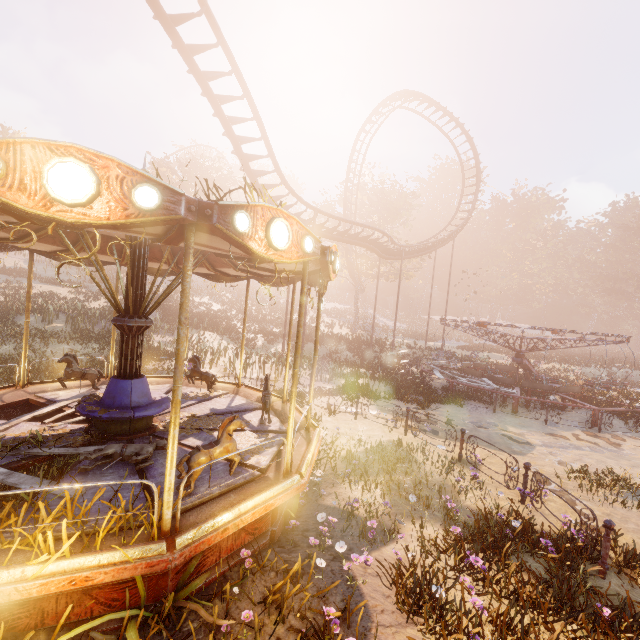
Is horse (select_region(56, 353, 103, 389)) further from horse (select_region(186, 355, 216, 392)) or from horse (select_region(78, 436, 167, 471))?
horse (select_region(78, 436, 167, 471))

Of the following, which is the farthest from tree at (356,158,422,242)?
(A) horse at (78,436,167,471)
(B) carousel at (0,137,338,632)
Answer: (A) horse at (78,436,167,471)

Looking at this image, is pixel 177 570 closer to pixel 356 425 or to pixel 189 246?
pixel 189 246

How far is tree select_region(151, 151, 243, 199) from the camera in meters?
31.5

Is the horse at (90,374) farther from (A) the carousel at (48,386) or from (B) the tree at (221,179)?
(B) the tree at (221,179)

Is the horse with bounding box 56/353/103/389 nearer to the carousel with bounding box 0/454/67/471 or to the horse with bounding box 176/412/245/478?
the carousel with bounding box 0/454/67/471

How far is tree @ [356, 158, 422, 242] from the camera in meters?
36.4

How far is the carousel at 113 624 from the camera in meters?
3.4
